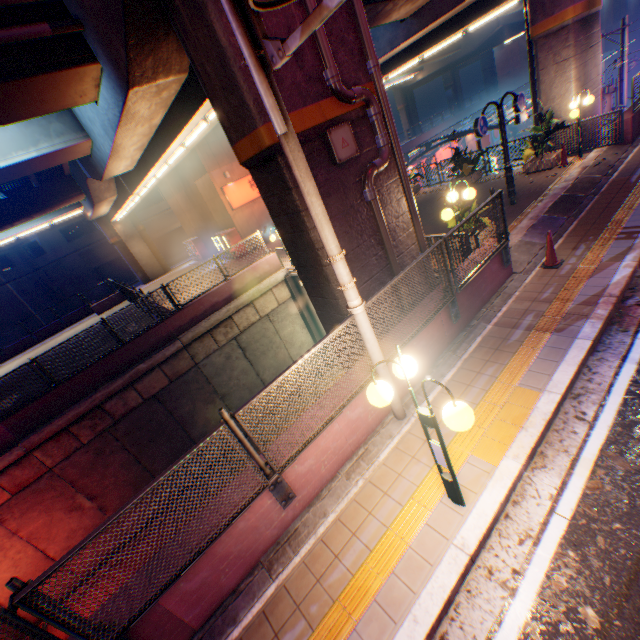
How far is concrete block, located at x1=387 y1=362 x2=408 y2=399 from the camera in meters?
5.6 m

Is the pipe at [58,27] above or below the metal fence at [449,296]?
above

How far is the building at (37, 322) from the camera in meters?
35.3 m

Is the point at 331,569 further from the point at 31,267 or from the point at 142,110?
the point at 31,267

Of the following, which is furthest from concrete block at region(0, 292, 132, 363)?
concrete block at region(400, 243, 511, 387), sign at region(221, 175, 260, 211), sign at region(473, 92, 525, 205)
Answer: concrete block at region(400, 243, 511, 387)

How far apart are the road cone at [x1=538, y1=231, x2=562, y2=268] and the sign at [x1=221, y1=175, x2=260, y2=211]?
19.2m

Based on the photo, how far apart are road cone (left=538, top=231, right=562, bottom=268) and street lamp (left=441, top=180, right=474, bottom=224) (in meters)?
1.63

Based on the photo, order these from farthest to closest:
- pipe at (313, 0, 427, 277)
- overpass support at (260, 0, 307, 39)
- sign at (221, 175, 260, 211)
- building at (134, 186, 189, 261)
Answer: building at (134, 186, 189, 261) < sign at (221, 175, 260, 211) < pipe at (313, 0, 427, 277) < overpass support at (260, 0, 307, 39)
